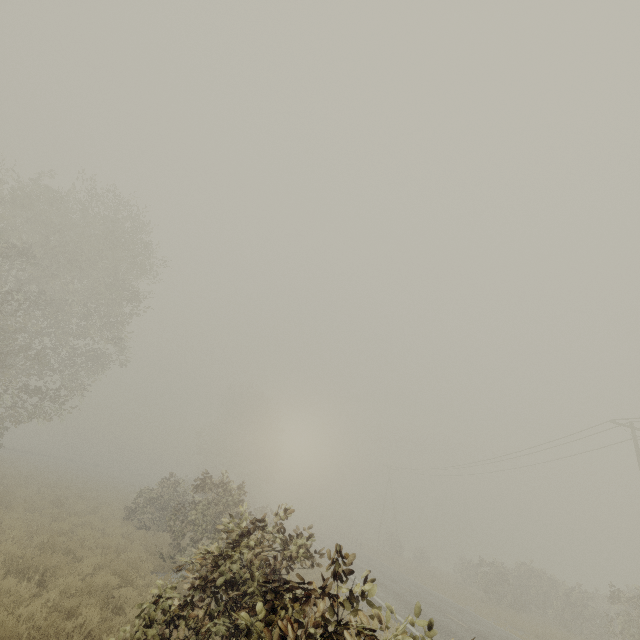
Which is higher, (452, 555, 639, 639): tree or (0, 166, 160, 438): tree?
(0, 166, 160, 438): tree

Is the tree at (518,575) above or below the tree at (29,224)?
below

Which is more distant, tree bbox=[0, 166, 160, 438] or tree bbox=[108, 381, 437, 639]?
tree bbox=[0, 166, 160, 438]

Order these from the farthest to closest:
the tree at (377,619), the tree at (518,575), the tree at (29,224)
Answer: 1. the tree at (29,224)
2. the tree at (518,575)
3. the tree at (377,619)

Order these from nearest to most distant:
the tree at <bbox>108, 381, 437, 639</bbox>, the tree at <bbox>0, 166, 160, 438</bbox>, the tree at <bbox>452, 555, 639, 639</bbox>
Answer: the tree at <bbox>108, 381, 437, 639</bbox>, the tree at <bbox>452, 555, 639, 639</bbox>, the tree at <bbox>0, 166, 160, 438</bbox>

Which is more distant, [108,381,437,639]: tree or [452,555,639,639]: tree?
[452,555,639,639]: tree

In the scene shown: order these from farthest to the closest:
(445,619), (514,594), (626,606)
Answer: (514,594), (626,606), (445,619)
